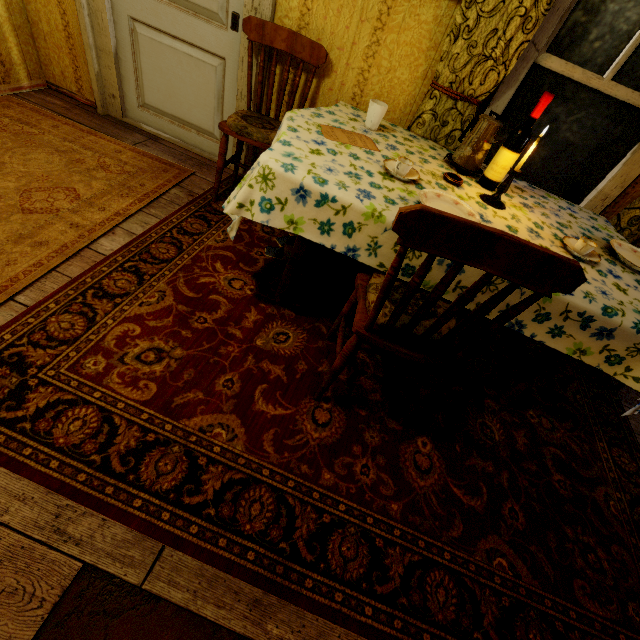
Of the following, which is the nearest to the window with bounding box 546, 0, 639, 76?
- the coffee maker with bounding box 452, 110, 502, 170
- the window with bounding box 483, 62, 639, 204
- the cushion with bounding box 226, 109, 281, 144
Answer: the window with bounding box 483, 62, 639, 204

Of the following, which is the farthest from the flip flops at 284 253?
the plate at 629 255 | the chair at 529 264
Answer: the plate at 629 255

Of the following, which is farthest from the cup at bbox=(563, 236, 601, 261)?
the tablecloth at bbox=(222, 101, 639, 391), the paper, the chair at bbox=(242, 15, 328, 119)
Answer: the chair at bbox=(242, 15, 328, 119)

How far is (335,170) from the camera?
1.4 meters

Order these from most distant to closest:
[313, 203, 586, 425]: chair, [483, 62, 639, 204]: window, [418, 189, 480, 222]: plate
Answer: [483, 62, 639, 204]: window, [418, 189, 480, 222]: plate, [313, 203, 586, 425]: chair

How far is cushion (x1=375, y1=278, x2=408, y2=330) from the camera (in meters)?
1.27

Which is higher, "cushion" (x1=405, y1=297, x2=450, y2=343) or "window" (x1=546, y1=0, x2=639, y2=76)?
"window" (x1=546, y1=0, x2=639, y2=76)

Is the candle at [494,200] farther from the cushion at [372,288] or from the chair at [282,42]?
the chair at [282,42]
